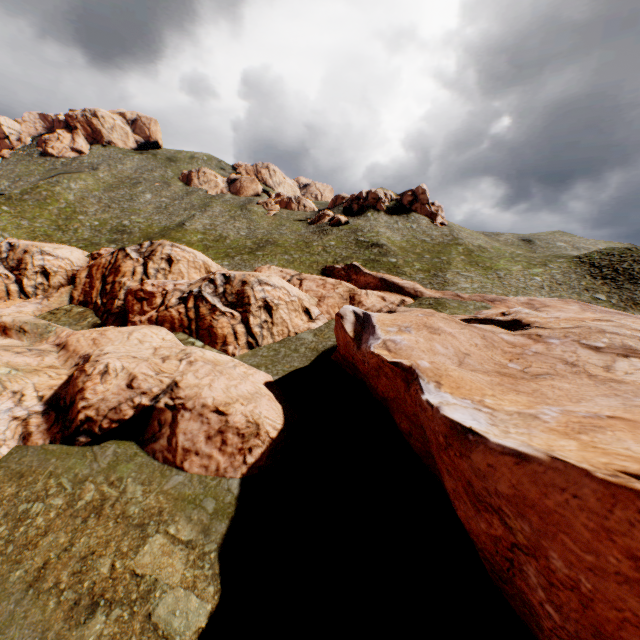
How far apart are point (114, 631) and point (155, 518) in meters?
4.1
